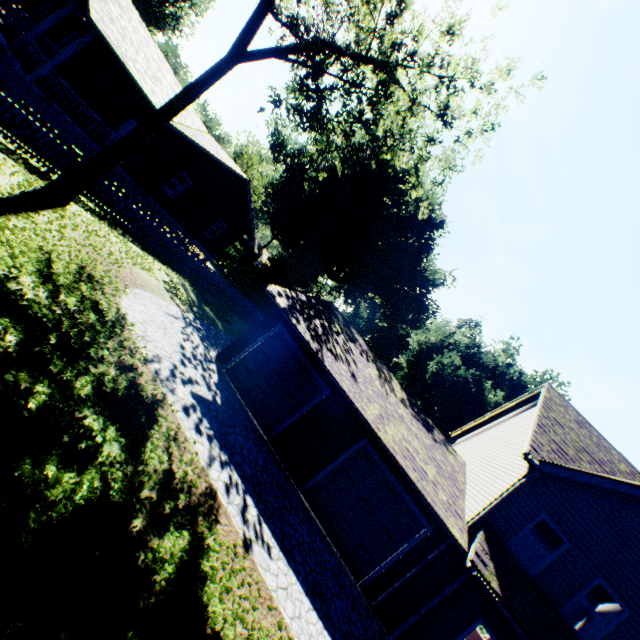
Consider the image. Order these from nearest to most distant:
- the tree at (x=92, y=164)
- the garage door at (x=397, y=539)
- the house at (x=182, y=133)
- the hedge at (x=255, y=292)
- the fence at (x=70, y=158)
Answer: the fence at (x=70, y=158)
the tree at (x=92, y=164)
the garage door at (x=397, y=539)
the house at (x=182, y=133)
the hedge at (x=255, y=292)

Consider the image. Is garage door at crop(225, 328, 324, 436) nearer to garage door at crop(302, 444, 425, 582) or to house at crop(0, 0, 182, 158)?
garage door at crop(302, 444, 425, 582)

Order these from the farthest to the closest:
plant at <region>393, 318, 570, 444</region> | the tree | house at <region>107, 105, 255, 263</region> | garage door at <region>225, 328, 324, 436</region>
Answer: plant at <region>393, 318, 570, 444</region>
house at <region>107, 105, 255, 263</region>
garage door at <region>225, 328, 324, 436</region>
the tree

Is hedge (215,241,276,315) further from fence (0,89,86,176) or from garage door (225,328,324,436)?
garage door (225,328,324,436)

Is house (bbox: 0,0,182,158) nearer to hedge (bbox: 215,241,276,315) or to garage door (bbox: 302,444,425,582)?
hedge (bbox: 215,241,276,315)

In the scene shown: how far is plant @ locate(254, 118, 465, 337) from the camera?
33.7 meters

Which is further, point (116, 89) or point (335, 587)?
point (116, 89)

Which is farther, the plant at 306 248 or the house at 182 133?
the plant at 306 248
